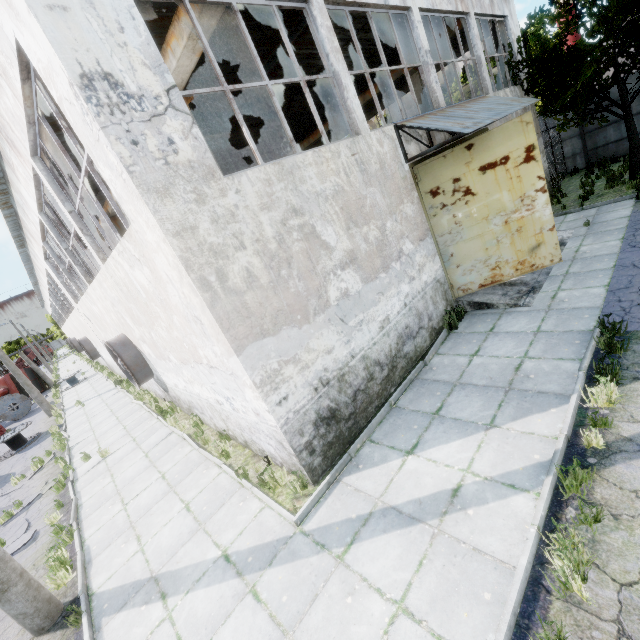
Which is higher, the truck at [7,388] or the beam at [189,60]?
the beam at [189,60]

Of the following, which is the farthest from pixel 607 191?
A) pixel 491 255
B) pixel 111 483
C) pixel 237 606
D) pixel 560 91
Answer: pixel 111 483

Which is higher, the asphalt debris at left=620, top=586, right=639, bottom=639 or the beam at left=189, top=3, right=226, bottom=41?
the beam at left=189, top=3, right=226, bottom=41

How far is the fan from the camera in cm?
1098

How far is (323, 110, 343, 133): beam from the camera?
18.3m

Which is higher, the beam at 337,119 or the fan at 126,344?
the beam at 337,119

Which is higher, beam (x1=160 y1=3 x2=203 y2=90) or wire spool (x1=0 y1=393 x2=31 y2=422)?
beam (x1=160 y1=3 x2=203 y2=90)

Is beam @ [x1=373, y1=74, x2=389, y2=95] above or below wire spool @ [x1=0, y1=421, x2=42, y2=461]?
above
